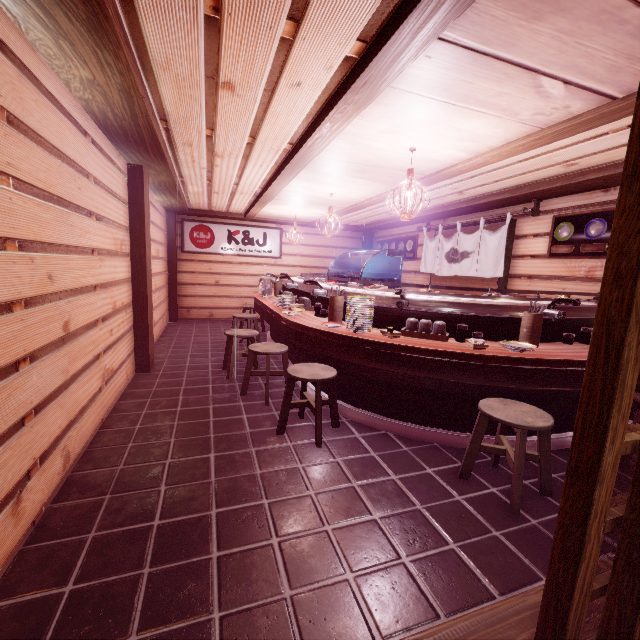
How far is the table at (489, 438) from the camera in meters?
5.5

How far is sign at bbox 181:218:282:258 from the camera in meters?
15.9 m

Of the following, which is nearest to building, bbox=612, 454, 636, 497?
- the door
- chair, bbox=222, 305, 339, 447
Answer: chair, bbox=222, 305, 339, 447

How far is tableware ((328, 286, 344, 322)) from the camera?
6.8 meters

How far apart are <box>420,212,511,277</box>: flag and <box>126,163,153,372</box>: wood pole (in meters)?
9.81

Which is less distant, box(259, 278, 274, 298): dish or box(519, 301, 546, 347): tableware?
box(519, 301, 546, 347): tableware

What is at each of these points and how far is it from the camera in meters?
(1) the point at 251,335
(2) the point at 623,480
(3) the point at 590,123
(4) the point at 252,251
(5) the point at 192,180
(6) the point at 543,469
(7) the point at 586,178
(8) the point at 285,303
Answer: (1) chair, 8.4 m
(2) building, 4.9 m
(3) wood bar, 4.6 m
(4) sign, 16.9 m
(5) building, 9.7 m
(6) chair, 4.4 m
(7) wood bar, 7.1 m
(8) dish, 8.6 m

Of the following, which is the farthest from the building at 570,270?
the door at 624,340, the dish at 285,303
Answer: the dish at 285,303
